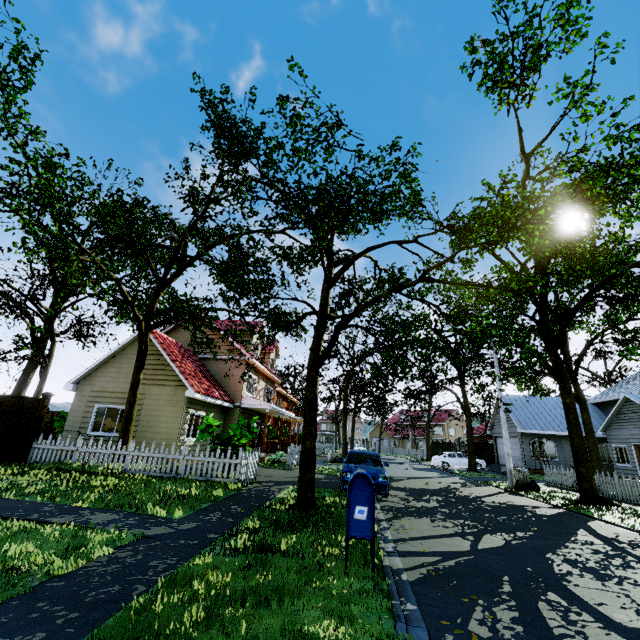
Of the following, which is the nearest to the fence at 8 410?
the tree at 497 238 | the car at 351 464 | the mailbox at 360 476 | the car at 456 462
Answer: the tree at 497 238

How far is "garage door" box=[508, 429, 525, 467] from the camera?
26.2 meters

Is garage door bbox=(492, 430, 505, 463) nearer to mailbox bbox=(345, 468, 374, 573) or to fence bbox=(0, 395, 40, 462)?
Answer: fence bbox=(0, 395, 40, 462)

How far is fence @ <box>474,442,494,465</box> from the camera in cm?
3291

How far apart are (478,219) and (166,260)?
20.70m

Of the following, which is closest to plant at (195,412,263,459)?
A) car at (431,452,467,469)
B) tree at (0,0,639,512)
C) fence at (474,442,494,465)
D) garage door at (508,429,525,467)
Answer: tree at (0,0,639,512)

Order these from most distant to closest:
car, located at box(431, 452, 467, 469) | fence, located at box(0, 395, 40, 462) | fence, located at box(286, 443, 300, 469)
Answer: car, located at box(431, 452, 467, 469)
fence, located at box(286, 443, 300, 469)
fence, located at box(0, 395, 40, 462)

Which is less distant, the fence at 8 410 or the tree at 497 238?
the tree at 497 238
